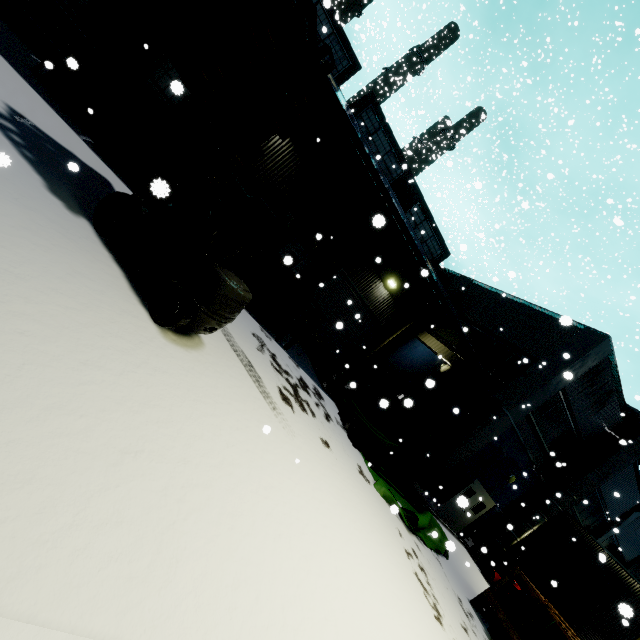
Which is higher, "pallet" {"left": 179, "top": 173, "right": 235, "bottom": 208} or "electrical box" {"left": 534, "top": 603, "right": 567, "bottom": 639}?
"electrical box" {"left": 534, "top": 603, "right": 567, "bottom": 639}

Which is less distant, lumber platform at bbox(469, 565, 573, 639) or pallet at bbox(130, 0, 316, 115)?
pallet at bbox(130, 0, 316, 115)

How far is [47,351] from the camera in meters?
2.6 m

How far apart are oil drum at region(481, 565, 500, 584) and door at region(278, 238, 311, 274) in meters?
16.6

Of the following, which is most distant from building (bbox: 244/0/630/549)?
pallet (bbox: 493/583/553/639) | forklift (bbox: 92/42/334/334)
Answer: pallet (bbox: 493/583/553/639)

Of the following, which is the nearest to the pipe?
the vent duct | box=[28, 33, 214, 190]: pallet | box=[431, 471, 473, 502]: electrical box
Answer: box=[431, 471, 473, 502]: electrical box

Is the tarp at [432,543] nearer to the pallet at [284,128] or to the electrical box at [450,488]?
the electrical box at [450,488]

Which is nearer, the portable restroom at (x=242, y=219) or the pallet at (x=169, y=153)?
the pallet at (x=169, y=153)
